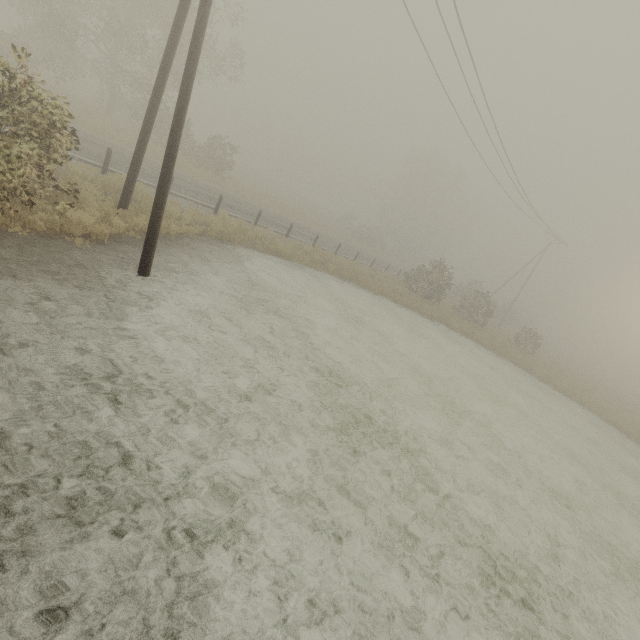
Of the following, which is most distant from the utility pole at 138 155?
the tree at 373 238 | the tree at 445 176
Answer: the tree at 445 176

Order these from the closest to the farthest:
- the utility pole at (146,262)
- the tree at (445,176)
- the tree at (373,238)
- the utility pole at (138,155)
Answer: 1. the utility pole at (146,262)
2. the utility pole at (138,155)
3. the tree at (373,238)
4. the tree at (445,176)

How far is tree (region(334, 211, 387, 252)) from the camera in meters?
46.2

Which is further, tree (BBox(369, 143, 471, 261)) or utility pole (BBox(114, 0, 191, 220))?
tree (BBox(369, 143, 471, 261))

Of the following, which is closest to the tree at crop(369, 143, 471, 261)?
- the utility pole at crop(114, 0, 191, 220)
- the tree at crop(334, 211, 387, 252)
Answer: the tree at crop(334, 211, 387, 252)

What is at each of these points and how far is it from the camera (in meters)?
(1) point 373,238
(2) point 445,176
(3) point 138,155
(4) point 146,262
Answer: (1) tree, 46.31
(2) tree, 52.09
(3) utility pole, 9.54
(4) utility pole, 7.95

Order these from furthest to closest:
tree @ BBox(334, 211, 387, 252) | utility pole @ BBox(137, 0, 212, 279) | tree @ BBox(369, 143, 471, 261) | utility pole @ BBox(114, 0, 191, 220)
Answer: tree @ BBox(369, 143, 471, 261) < tree @ BBox(334, 211, 387, 252) < utility pole @ BBox(114, 0, 191, 220) < utility pole @ BBox(137, 0, 212, 279)
